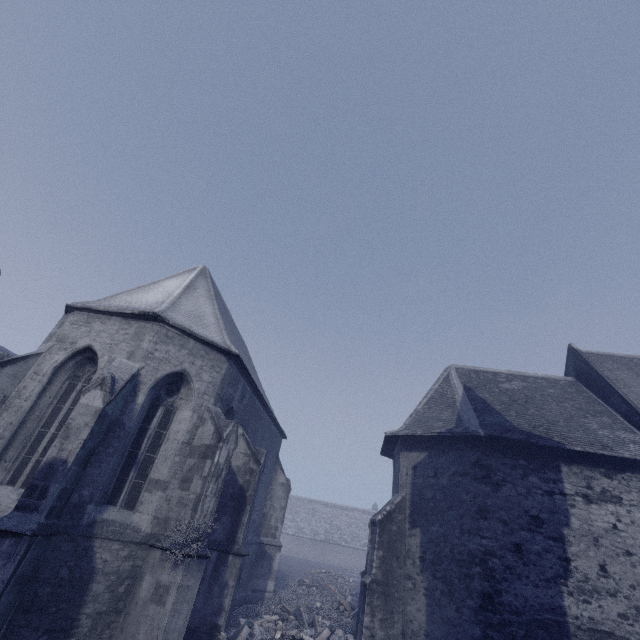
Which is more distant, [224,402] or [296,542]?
[296,542]
